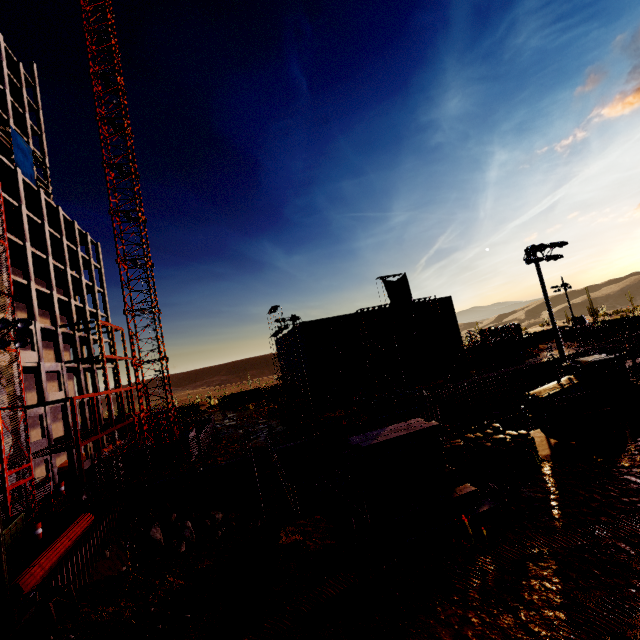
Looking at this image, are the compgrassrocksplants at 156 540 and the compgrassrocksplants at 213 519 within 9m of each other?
yes

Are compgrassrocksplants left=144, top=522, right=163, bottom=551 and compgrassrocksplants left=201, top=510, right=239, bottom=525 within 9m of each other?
yes

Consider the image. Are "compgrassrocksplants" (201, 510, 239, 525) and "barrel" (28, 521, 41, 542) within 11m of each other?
yes

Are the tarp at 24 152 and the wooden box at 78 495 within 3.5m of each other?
no

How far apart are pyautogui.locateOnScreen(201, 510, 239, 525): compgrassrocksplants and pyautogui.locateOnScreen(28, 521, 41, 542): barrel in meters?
9.1

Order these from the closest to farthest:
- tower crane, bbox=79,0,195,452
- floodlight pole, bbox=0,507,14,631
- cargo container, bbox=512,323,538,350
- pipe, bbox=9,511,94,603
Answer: floodlight pole, bbox=0,507,14,631 < pipe, bbox=9,511,94,603 < tower crane, bbox=79,0,195,452 < cargo container, bbox=512,323,538,350

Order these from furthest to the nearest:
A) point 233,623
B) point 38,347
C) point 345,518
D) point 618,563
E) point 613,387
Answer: point 38,347
point 613,387
point 345,518
point 233,623
point 618,563

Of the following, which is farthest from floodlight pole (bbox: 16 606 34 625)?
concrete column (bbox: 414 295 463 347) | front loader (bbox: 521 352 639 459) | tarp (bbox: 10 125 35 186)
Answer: tarp (bbox: 10 125 35 186)
